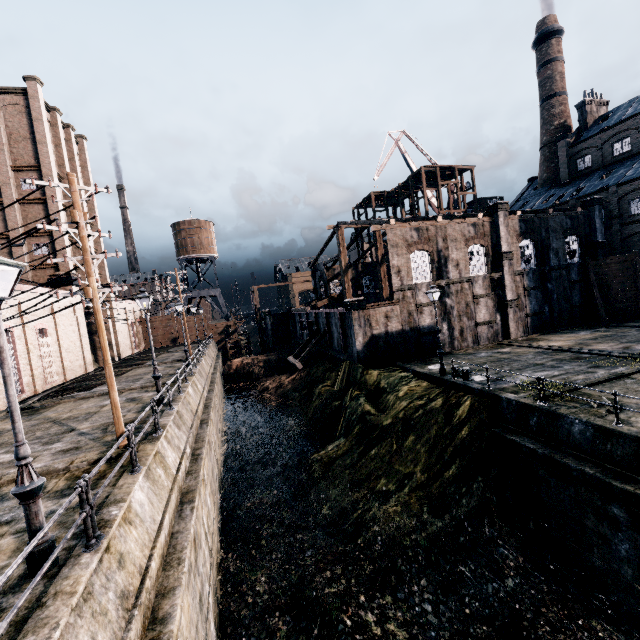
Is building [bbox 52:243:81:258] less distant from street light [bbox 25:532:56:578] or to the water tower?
the water tower

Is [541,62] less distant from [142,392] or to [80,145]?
[80,145]

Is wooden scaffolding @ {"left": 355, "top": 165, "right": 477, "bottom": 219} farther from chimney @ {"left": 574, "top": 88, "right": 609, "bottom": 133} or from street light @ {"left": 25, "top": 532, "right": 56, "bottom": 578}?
street light @ {"left": 25, "top": 532, "right": 56, "bottom": 578}

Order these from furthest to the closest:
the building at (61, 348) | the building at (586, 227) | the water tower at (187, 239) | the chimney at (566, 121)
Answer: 1. the water tower at (187, 239)
2. the chimney at (566, 121)
3. the building at (586, 227)
4. the building at (61, 348)

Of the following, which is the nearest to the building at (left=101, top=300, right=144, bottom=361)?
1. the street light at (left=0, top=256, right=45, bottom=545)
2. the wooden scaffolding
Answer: the street light at (left=0, top=256, right=45, bottom=545)

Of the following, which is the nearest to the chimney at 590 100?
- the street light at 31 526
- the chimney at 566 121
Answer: the chimney at 566 121

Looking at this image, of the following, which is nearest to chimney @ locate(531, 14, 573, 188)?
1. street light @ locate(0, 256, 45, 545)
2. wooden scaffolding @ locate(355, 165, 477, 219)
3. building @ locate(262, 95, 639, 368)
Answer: building @ locate(262, 95, 639, 368)

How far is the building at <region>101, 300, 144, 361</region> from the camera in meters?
39.7 m
